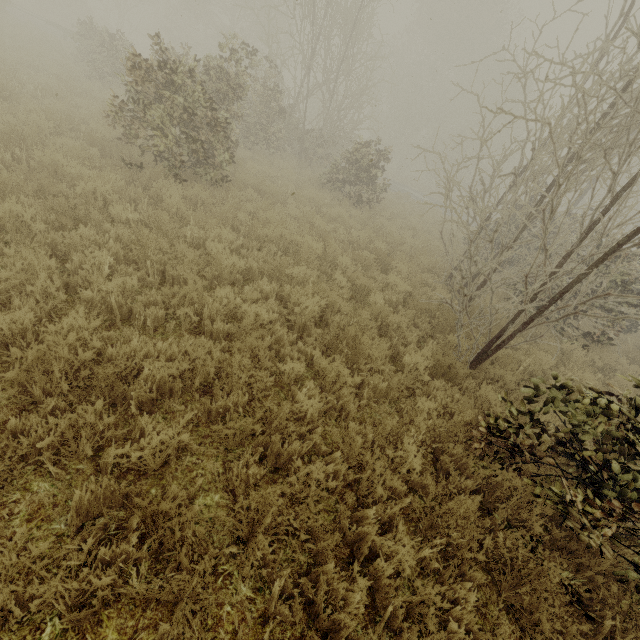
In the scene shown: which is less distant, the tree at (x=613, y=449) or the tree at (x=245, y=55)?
the tree at (x=613, y=449)

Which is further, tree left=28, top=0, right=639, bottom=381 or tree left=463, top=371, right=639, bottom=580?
tree left=28, top=0, right=639, bottom=381

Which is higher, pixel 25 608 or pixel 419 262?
pixel 419 262
